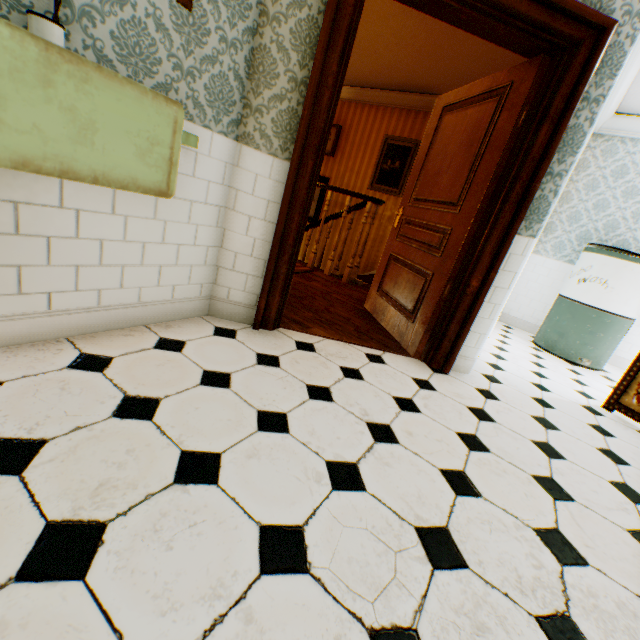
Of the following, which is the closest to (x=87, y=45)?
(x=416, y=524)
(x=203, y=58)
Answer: (x=203, y=58)

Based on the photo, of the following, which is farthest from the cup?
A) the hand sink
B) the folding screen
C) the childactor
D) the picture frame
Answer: the picture frame

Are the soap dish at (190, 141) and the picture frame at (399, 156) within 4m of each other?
no

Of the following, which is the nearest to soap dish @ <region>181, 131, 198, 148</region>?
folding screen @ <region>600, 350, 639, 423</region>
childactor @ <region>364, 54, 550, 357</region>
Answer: childactor @ <region>364, 54, 550, 357</region>

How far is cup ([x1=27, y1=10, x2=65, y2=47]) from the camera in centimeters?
104cm

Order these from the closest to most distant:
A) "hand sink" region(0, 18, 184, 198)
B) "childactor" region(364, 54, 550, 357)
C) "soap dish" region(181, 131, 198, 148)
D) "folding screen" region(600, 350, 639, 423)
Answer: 1. "hand sink" region(0, 18, 184, 198)
2. "soap dish" region(181, 131, 198, 148)
3. "childactor" region(364, 54, 550, 357)
4. "folding screen" region(600, 350, 639, 423)

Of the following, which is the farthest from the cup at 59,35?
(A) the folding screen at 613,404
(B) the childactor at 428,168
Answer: (A) the folding screen at 613,404

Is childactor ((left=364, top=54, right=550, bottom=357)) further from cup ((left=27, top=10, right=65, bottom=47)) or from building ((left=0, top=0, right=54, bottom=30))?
cup ((left=27, top=10, right=65, bottom=47))
